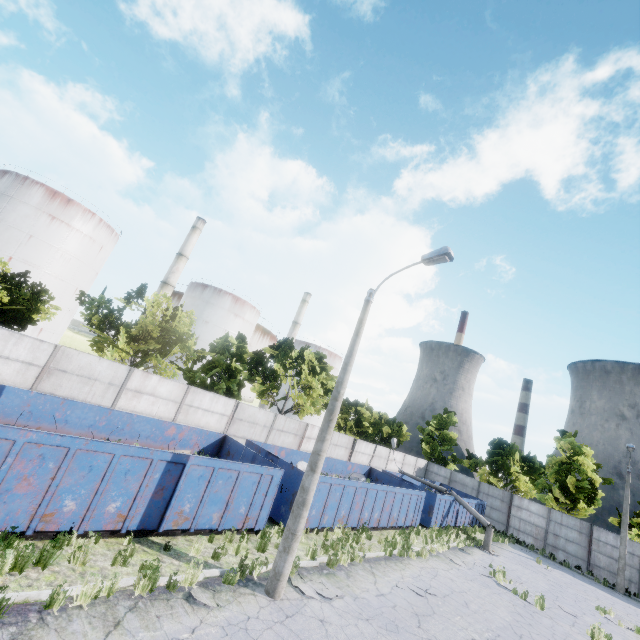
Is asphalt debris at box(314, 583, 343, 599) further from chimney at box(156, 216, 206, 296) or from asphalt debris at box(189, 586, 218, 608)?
chimney at box(156, 216, 206, 296)

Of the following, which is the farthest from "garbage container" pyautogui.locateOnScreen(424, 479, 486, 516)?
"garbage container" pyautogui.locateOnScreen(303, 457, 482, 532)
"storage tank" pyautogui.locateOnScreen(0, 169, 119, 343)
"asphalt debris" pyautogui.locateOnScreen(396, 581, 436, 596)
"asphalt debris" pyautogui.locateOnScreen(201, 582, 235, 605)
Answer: "storage tank" pyautogui.locateOnScreen(0, 169, 119, 343)

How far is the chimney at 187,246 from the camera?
45.28m

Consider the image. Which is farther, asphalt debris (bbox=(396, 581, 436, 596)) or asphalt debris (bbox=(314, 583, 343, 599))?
asphalt debris (bbox=(396, 581, 436, 596))

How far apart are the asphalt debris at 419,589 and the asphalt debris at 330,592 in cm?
296

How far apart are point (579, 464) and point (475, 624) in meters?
27.3 m

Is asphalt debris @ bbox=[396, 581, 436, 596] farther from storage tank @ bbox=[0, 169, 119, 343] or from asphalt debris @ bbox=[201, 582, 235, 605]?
storage tank @ bbox=[0, 169, 119, 343]

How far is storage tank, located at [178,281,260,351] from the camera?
48.97m
